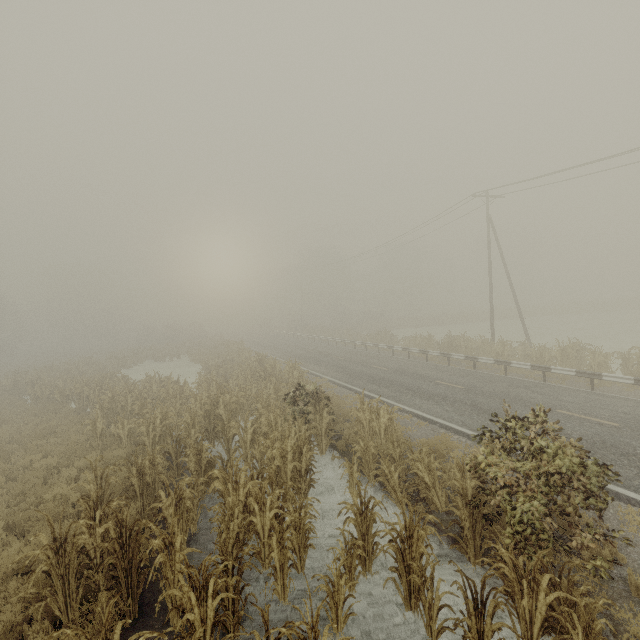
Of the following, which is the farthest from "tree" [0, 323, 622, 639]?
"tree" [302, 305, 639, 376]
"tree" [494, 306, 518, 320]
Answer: "tree" [494, 306, 518, 320]

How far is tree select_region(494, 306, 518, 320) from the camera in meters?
50.1 m

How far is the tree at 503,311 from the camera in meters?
50.1

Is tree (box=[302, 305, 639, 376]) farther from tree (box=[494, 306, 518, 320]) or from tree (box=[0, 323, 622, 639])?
tree (box=[494, 306, 518, 320])

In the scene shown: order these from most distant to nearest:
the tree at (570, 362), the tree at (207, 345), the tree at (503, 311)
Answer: the tree at (503, 311) → the tree at (570, 362) → the tree at (207, 345)

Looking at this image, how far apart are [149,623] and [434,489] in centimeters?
595cm
